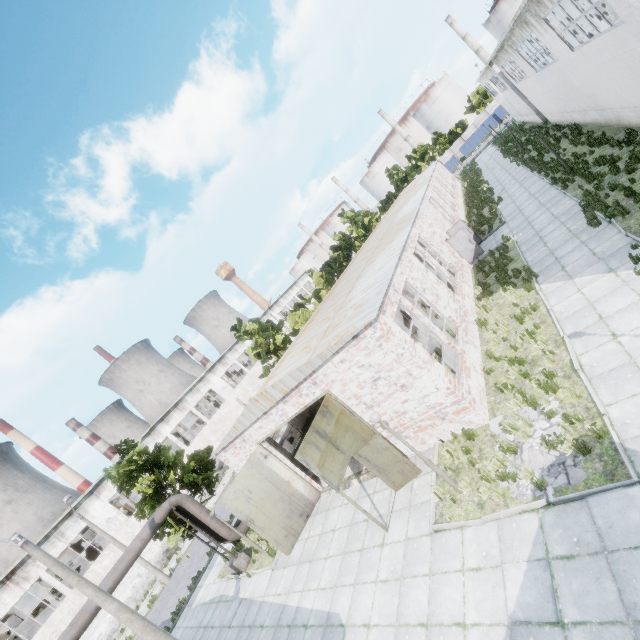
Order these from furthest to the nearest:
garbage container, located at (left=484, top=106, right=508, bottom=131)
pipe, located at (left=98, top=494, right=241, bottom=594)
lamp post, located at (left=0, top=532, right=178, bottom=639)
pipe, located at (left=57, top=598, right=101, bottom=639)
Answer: garbage container, located at (left=484, top=106, right=508, bottom=131), pipe, located at (left=98, top=494, right=241, bottom=594), pipe, located at (left=57, top=598, right=101, bottom=639), lamp post, located at (left=0, top=532, right=178, bottom=639)

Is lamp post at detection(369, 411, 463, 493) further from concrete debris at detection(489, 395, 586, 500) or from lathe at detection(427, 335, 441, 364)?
lathe at detection(427, 335, 441, 364)

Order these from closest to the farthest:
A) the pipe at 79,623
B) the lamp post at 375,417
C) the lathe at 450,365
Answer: the lamp post at 375,417 → the pipe at 79,623 → the lathe at 450,365

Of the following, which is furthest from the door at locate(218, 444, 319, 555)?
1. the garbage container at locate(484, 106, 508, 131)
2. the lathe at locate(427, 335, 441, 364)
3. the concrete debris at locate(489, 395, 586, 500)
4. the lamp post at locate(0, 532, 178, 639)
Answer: the garbage container at locate(484, 106, 508, 131)

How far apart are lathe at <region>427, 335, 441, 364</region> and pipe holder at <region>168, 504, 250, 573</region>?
13.1m

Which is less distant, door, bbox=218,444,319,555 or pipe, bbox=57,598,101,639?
pipe, bbox=57,598,101,639

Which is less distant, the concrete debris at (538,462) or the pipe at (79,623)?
the concrete debris at (538,462)

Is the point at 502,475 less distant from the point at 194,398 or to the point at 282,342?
the point at 282,342
